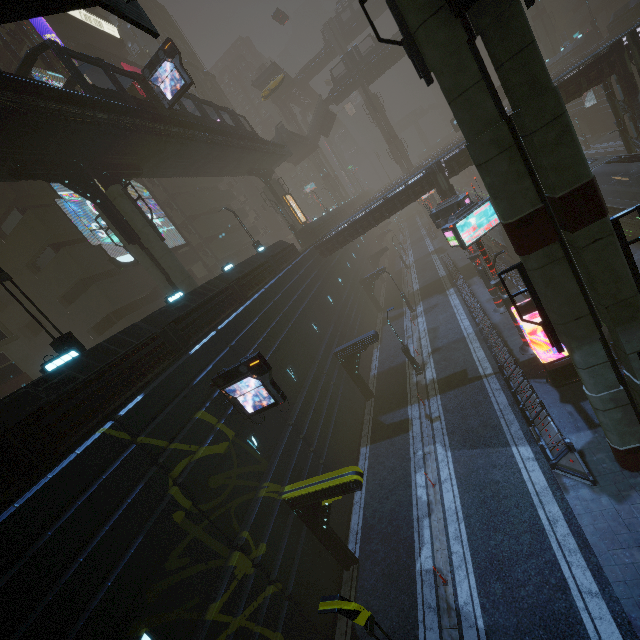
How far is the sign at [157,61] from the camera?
19.22m

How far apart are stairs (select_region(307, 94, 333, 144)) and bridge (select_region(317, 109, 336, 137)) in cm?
0

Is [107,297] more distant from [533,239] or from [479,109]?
[533,239]

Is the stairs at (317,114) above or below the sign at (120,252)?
above

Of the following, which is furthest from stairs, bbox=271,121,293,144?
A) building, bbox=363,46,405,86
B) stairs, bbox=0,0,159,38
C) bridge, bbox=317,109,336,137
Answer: stairs, bbox=0,0,159,38

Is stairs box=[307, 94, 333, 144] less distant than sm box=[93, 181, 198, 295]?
No

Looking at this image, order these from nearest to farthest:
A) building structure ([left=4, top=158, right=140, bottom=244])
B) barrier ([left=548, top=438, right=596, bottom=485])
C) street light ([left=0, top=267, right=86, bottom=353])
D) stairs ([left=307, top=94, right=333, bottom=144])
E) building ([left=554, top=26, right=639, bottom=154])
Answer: street light ([left=0, top=267, right=86, bottom=353]) < barrier ([left=548, top=438, right=596, bottom=485]) < building structure ([left=4, top=158, right=140, bottom=244]) < building ([left=554, top=26, right=639, bottom=154]) < stairs ([left=307, top=94, right=333, bottom=144])

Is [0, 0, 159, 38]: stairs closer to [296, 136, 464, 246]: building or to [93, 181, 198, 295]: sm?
[93, 181, 198, 295]: sm
